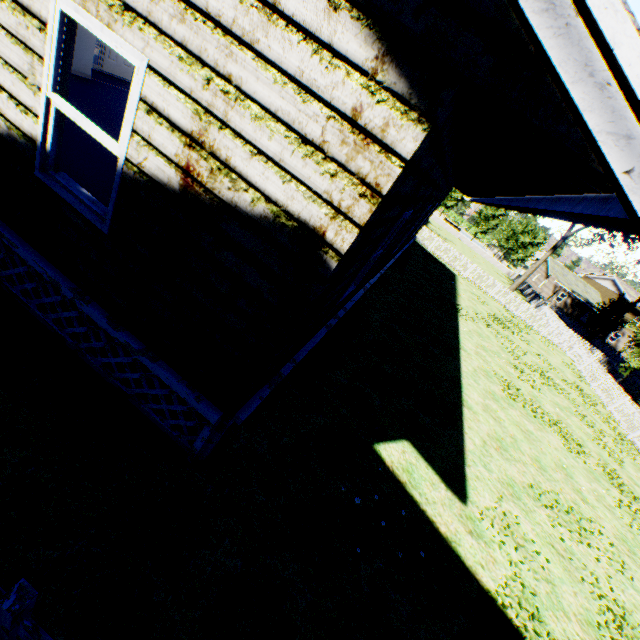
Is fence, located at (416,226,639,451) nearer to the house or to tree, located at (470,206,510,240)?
tree, located at (470,206,510,240)

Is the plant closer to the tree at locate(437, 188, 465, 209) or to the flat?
the tree at locate(437, 188, 465, 209)

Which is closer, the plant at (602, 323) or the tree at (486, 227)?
the plant at (602, 323)

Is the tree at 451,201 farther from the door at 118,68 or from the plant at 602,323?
the door at 118,68

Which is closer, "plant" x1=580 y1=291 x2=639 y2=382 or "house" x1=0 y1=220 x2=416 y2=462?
"house" x1=0 y1=220 x2=416 y2=462

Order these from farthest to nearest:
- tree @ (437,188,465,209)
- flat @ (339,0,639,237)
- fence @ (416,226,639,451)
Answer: tree @ (437,188,465,209)
fence @ (416,226,639,451)
flat @ (339,0,639,237)

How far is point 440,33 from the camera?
1.78m

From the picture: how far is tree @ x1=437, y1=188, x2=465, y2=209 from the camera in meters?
49.5
